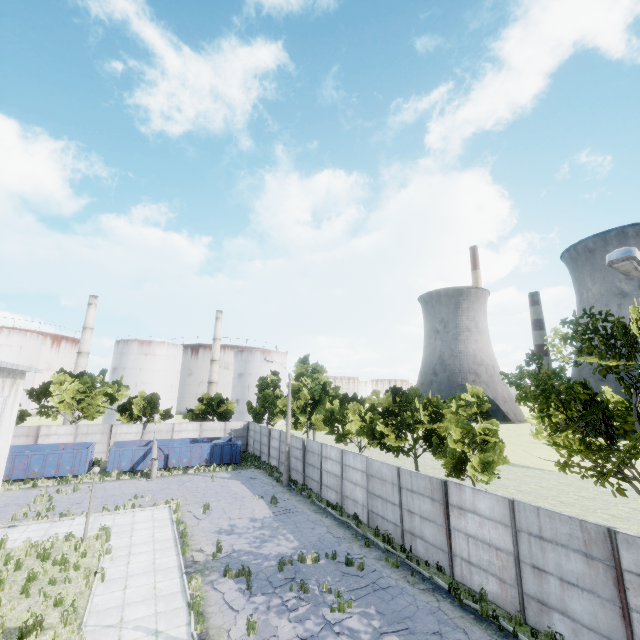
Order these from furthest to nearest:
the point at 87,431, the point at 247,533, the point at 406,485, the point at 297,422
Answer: the point at 87,431
the point at 297,422
the point at 247,533
the point at 406,485

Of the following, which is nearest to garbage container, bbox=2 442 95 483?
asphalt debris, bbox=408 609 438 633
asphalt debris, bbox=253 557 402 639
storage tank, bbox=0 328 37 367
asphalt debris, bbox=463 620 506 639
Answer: asphalt debris, bbox=253 557 402 639

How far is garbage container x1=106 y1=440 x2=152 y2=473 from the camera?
28.4m

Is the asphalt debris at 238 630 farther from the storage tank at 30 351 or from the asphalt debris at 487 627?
the storage tank at 30 351

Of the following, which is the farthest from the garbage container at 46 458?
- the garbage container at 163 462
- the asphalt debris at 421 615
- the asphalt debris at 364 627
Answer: the asphalt debris at 421 615

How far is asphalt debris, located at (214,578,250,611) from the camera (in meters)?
11.17

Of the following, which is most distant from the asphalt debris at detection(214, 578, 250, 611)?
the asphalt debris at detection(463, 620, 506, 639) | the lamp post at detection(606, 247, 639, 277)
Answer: the lamp post at detection(606, 247, 639, 277)

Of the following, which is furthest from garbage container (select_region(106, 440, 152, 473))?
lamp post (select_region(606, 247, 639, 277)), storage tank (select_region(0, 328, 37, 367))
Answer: storage tank (select_region(0, 328, 37, 367))
